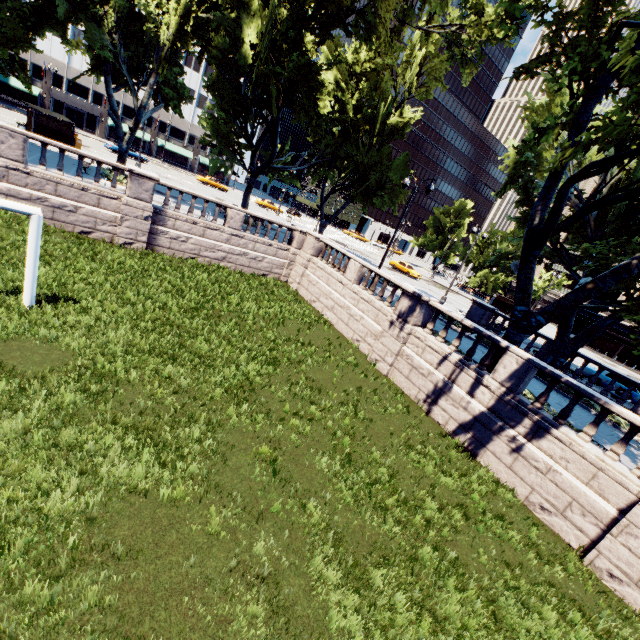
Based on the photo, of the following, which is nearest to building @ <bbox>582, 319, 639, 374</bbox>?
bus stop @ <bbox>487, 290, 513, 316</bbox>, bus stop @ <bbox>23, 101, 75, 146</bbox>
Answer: bus stop @ <bbox>487, 290, 513, 316</bbox>

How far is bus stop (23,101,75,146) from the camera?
26.5m

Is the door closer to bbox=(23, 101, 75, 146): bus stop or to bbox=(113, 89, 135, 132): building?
bbox=(113, 89, 135, 132): building

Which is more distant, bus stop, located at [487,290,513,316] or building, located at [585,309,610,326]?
bus stop, located at [487,290,513,316]

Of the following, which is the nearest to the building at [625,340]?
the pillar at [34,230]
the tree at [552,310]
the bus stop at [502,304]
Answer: the tree at [552,310]

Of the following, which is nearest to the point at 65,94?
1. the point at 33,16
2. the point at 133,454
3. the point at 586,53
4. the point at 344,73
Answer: the point at 33,16

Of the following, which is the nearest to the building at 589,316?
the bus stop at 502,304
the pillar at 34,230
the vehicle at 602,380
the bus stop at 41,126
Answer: the bus stop at 502,304

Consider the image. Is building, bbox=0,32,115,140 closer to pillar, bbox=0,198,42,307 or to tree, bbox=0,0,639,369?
tree, bbox=0,0,639,369
